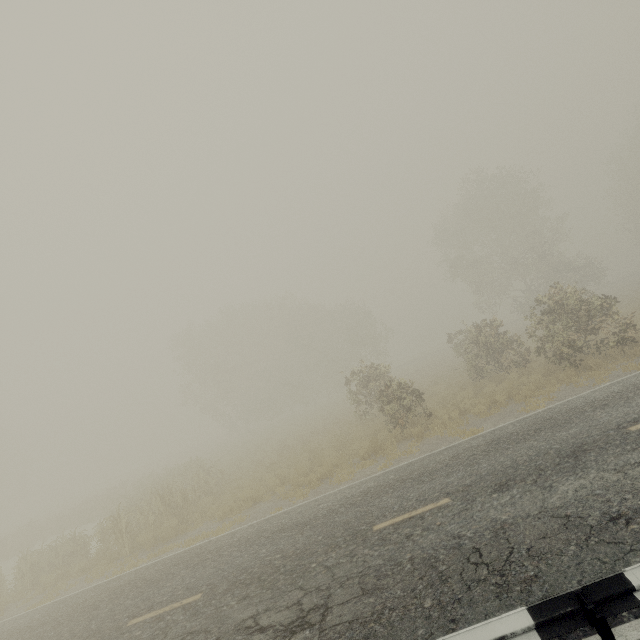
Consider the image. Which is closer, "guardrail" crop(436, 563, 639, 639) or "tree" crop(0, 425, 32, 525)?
"guardrail" crop(436, 563, 639, 639)

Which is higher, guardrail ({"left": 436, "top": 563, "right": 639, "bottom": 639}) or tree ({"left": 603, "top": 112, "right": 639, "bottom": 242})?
tree ({"left": 603, "top": 112, "right": 639, "bottom": 242})

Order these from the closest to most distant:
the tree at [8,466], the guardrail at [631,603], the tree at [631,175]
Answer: the guardrail at [631,603] < the tree at [631,175] < the tree at [8,466]

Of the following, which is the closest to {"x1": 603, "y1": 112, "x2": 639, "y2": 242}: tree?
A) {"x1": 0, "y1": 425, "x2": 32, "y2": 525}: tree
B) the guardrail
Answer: the guardrail

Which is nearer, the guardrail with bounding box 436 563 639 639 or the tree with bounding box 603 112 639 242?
the guardrail with bounding box 436 563 639 639

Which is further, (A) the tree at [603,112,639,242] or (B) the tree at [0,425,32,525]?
(B) the tree at [0,425,32,525]

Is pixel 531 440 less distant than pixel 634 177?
Yes

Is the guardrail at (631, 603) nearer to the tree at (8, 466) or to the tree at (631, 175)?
the tree at (8, 466)
